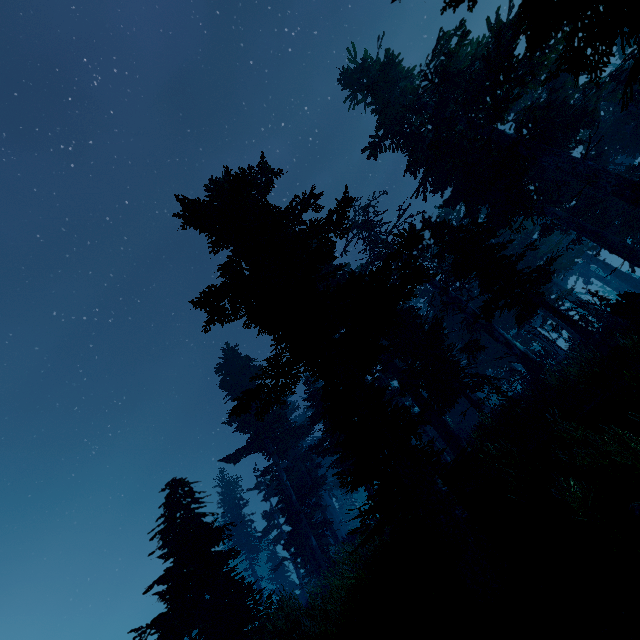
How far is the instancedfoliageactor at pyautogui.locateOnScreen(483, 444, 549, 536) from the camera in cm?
627

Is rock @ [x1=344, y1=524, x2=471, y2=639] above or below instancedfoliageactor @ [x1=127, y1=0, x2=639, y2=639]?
below

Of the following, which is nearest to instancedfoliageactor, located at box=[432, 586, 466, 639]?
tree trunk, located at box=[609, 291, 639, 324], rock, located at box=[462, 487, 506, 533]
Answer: rock, located at box=[462, 487, 506, 533]

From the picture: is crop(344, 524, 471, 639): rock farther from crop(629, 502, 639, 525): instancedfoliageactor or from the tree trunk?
the tree trunk

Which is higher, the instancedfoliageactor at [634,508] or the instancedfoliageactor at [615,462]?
the instancedfoliageactor at [615,462]

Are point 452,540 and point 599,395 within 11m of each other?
yes

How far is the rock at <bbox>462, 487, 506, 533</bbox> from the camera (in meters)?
7.45

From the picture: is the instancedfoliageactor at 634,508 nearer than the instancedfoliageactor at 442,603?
No
